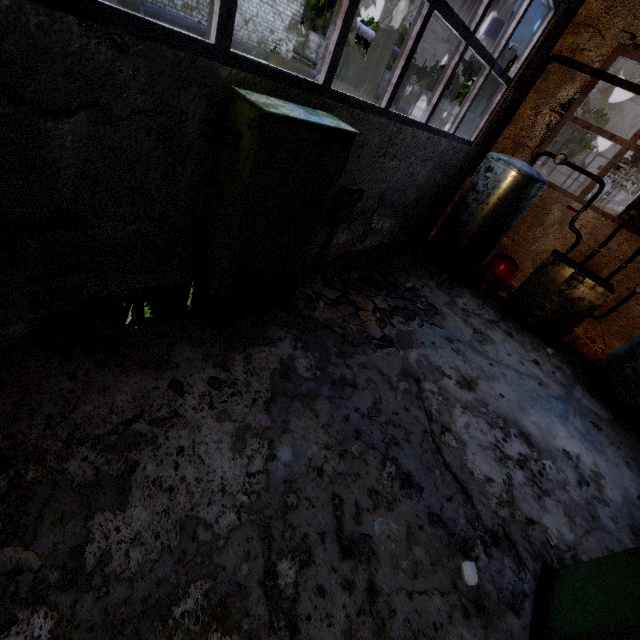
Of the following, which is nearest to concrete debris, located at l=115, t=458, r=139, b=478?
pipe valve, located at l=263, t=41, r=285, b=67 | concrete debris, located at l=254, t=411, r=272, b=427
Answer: concrete debris, located at l=254, t=411, r=272, b=427

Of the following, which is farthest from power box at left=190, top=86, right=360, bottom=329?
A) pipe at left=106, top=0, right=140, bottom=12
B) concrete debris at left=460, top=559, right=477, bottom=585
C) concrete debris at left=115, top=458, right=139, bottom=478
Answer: pipe at left=106, top=0, right=140, bottom=12

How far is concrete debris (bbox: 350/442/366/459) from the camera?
3.46m

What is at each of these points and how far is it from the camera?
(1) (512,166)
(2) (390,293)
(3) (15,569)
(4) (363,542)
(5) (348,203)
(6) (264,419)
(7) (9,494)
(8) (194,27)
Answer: (1) boiler group, 6.53m
(2) concrete debris, 6.23m
(3) concrete debris, 2.00m
(4) concrete debris, 2.84m
(5) power box, 5.05m
(6) concrete debris, 3.33m
(7) concrete debris, 2.23m
(8) pipe, 18.14m

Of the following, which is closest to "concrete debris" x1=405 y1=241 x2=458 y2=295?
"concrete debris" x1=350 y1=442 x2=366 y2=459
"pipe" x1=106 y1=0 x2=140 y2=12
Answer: "concrete debris" x1=350 y1=442 x2=366 y2=459

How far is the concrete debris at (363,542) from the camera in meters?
2.8

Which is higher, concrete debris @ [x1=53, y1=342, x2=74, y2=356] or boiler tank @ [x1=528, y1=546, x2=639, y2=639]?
boiler tank @ [x1=528, y1=546, x2=639, y2=639]

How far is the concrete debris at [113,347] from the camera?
3.23m
